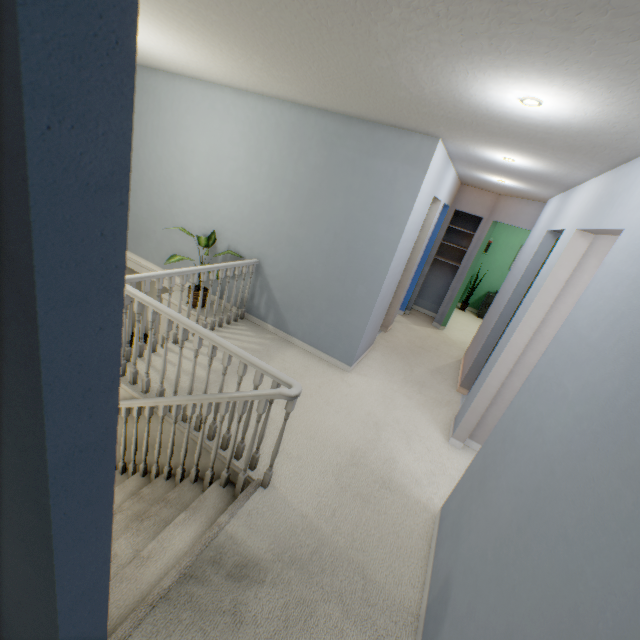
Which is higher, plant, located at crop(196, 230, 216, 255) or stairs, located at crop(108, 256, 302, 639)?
plant, located at crop(196, 230, 216, 255)

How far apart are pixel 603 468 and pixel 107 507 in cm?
129

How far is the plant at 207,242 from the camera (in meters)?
3.86

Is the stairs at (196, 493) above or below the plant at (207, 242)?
below

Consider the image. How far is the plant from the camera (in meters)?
3.86

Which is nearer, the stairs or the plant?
the stairs
